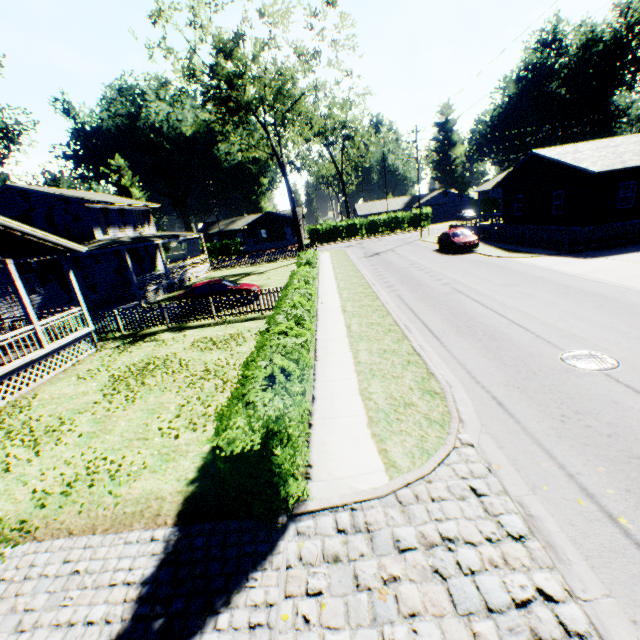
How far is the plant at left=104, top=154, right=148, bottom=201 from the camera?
53.8 meters

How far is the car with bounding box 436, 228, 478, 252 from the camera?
24.80m

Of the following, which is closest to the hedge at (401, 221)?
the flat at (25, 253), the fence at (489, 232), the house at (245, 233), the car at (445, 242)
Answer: the house at (245, 233)

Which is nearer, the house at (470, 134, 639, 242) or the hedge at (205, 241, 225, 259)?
the house at (470, 134, 639, 242)

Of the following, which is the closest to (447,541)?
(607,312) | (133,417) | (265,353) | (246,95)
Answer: (265,353)

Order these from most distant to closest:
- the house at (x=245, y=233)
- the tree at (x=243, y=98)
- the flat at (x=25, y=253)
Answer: the house at (x=245, y=233)
the tree at (x=243, y=98)
the flat at (x=25, y=253)

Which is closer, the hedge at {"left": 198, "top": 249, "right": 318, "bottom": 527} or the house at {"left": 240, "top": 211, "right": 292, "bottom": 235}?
the hedge at {"left": 198, "top": 249, "right": 318, "bottom": 527}

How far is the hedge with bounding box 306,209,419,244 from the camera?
52.31m
